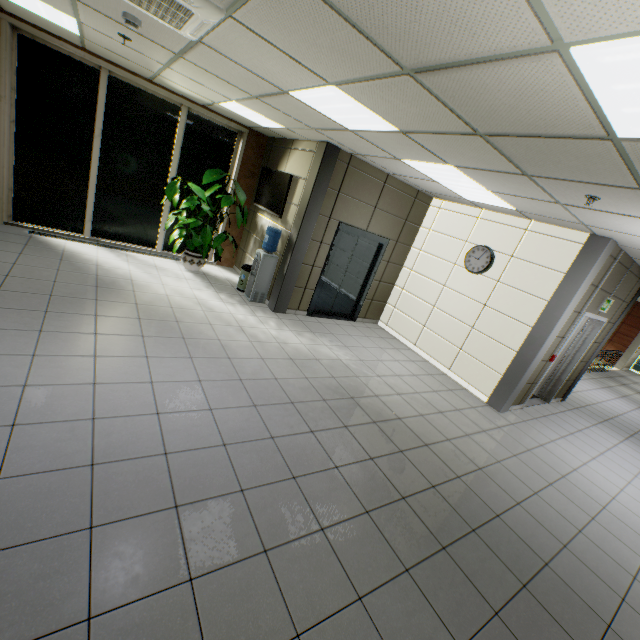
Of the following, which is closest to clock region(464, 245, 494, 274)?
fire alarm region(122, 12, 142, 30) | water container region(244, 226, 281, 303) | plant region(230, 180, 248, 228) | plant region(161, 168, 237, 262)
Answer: water container region(244, 226, 281, 303)

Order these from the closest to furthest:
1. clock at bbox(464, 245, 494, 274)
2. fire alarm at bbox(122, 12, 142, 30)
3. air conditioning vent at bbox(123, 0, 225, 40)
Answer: air conditioning vent at bbox(123, 0, 225, 40)
fire alarm at bbox(122, 12, 142, 30)
clock at bbox(464, 245, 494, 274)

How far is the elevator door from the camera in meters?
6.9

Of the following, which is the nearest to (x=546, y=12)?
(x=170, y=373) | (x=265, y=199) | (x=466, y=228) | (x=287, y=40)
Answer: (x=287, y=40)

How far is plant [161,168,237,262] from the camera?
6.3 meters

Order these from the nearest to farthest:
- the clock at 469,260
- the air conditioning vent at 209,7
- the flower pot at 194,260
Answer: the air conditioning vent at 209,7, the clock at 469,260, the flower pot at 194,260

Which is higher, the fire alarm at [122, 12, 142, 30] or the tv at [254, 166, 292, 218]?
the fire alarm at [122, 12, 142, 30]

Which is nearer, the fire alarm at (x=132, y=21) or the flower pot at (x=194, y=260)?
the fire alarm at (x=132, y=21)
